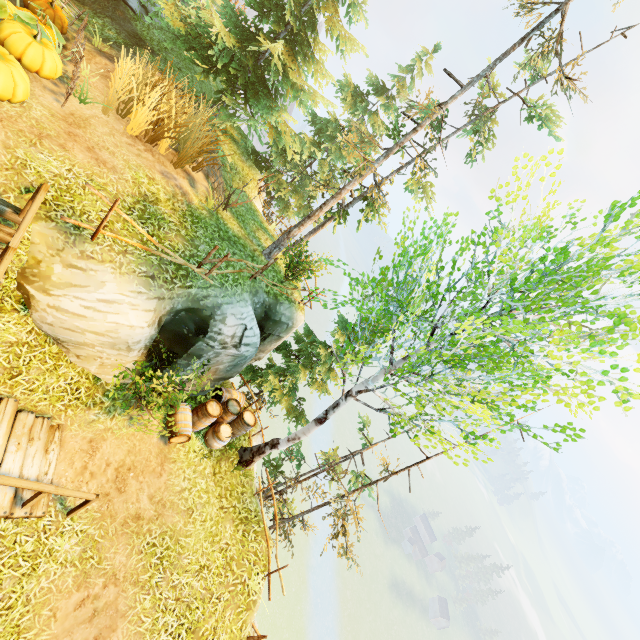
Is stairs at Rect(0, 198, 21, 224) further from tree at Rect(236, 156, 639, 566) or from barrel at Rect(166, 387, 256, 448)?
tree at Rect(236, 156, 639, 566)

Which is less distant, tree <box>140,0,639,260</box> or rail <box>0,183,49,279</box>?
rail <box>0,183,49,279</box>

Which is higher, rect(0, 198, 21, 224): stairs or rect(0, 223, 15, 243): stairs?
rect(0, 198, 21, 224): stairs

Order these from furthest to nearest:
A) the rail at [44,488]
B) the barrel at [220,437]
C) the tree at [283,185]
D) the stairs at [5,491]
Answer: the tree at [283,185], the barrel at [220,437], the stairs at [5,491], the rail at [44,488]

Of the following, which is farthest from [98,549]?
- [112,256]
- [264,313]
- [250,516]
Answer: [264,313]

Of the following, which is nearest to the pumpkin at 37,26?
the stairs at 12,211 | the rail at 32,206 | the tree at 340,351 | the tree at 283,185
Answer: the stairs at 12,211

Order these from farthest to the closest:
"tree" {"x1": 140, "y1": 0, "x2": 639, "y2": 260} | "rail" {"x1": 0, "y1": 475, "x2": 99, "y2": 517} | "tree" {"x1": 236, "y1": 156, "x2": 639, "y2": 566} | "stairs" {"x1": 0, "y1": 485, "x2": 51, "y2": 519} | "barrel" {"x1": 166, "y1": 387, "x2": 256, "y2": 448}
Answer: "tree" {"x1": 140, "y1": 0, "x2": 639, "y2": 260} → "barrel" {"x1": 166, "y1": 387, "x2": 256, "y2": 448} → "tree" {"x1": 236, "y1": 156, "x2": 639, "y2": 566} → "stairs" {"x1": 0, "y1": 485, "x2": 51, "y2": 519} → "rail" {"x1": 0, "y1": 475, "x2": 99, "y2": 517}

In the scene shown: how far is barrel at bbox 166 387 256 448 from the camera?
9.34m
